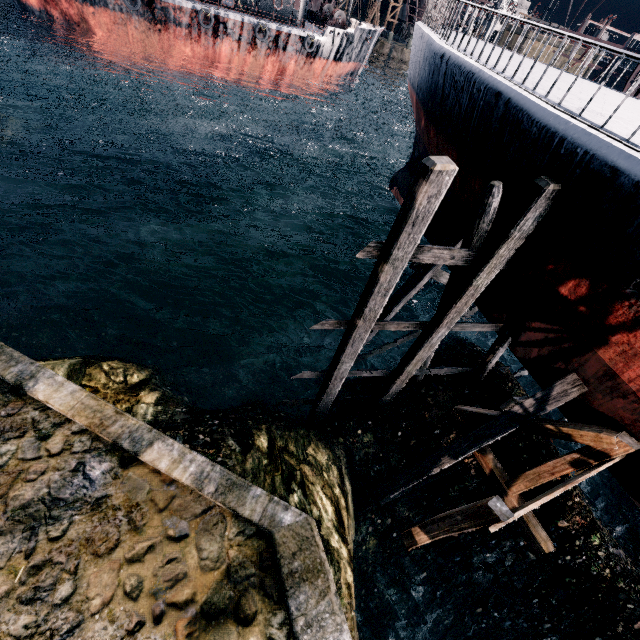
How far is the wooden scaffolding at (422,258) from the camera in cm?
656

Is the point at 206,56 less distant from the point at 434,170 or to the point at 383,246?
the point at 383,246

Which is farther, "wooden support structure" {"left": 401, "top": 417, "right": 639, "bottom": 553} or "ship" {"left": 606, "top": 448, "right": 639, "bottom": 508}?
"ship" {"left": 606, "top": 448, "right": 639, "bottom": 508}

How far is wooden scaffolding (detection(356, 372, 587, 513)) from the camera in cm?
847

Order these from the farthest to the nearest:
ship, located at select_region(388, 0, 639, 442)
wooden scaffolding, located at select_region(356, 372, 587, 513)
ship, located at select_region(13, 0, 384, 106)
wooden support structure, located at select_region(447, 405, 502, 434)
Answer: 1. ship, located at select_region(13, 0, 384, 106)
2. wooden support structure, located at select_region(447, 405, 502, 434)
3. wooden scaffolding, located at select_region(356, 372, 587, 513)
4. ship, located at select_region(388, 0, 639, 442)

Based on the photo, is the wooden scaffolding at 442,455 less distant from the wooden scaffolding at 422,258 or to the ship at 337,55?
the wooden scaffolding at 422,258

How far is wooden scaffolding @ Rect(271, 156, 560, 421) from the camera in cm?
656

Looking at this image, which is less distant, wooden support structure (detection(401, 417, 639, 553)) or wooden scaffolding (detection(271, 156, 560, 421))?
wooden support structure (detection(401, 417, 639, 553))
